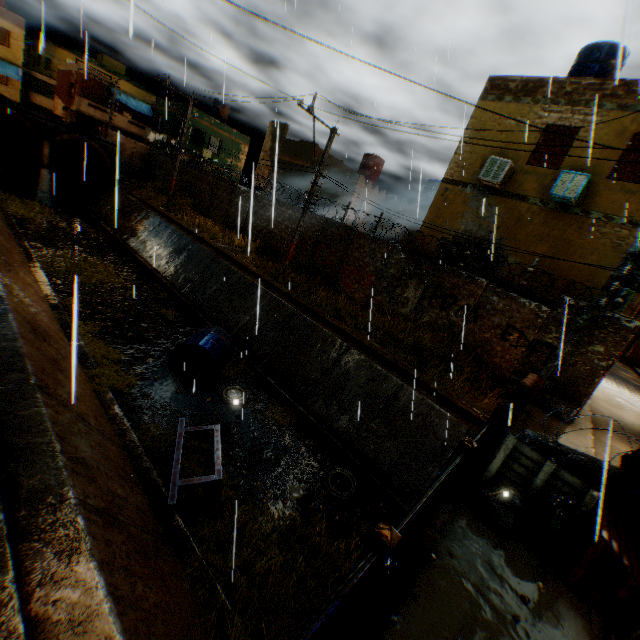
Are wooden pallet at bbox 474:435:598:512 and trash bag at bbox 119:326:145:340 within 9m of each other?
no

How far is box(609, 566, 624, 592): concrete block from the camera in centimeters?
426cm

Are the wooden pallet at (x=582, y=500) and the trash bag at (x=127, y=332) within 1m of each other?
no

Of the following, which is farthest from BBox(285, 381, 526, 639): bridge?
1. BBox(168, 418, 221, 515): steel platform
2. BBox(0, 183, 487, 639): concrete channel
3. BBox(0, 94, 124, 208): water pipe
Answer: BBox(0, 94, 124, 208): water pipe

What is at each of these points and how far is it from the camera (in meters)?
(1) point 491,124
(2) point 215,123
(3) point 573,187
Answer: (1) building, 12.51
(2) building, 31.08
(3) building, 10.36

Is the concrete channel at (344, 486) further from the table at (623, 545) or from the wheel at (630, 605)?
the table at (623, 545)

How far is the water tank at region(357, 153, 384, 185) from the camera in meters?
22.7

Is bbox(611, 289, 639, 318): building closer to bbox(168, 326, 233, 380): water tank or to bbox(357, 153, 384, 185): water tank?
bbox(168, 326, 233, 380): water tank
